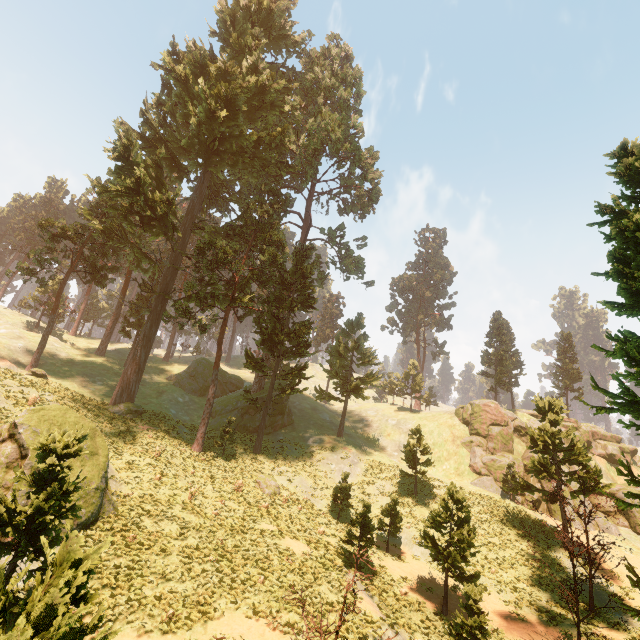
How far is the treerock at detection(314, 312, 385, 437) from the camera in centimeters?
4097cm

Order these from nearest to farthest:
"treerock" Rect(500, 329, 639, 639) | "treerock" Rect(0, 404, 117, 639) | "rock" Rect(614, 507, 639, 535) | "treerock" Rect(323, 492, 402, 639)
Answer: "treerock" Rect(0, 404, 117, 639) → "treerock" Rect(323, 492, 402, 639) → "treerock" Rect(500, 329, 639, 639) → "rock" Rect(614, 507, 639, 535)

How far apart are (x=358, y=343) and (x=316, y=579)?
28.4 meters

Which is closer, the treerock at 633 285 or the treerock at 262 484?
the treerock at 633 285

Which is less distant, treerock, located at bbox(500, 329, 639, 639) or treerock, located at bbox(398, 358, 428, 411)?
treerock, located at bbox(500, 329, 639, 639)

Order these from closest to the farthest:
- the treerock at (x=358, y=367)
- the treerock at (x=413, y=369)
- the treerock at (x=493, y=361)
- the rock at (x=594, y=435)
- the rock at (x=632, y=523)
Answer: the rock at (x=632, y=523) → the treerock at (x=358, y=367) → the rock at (x=594, y=435) → the treerock at (x=493, y=361) → the treerock at (x=413, y=369)

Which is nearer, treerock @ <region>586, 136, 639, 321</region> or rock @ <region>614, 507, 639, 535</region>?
treerock @ <region>586, 136, 639, 321</region>

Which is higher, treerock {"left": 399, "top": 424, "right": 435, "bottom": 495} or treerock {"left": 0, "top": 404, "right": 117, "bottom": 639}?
treerock {"left": 399, "top": 424, "right": 435, "bottom": 495}
